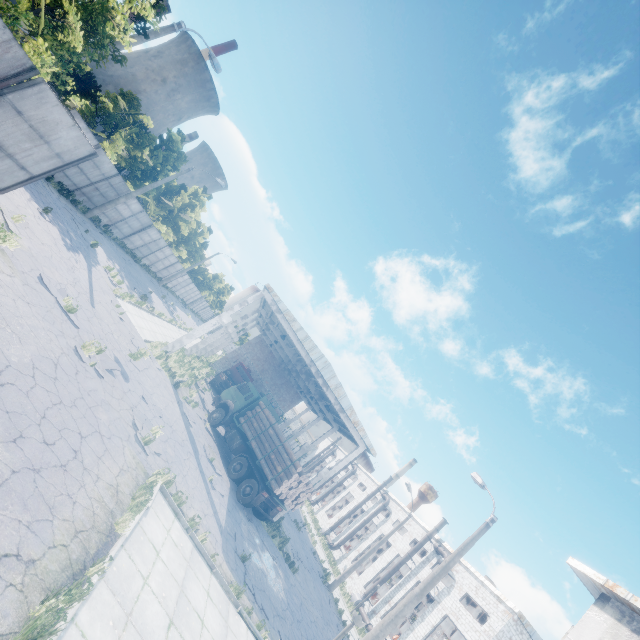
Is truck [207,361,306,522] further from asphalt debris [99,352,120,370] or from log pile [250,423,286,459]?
asphalt debris [99,352,120,370]

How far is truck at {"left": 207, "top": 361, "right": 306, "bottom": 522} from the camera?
17.0m

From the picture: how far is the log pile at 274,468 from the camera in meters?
17.2

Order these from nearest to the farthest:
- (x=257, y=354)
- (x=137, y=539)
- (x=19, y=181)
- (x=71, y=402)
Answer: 1. (x=137, y=539)
2. (x=71, y=402)
3. (x=19, y=181)
4. (x=257, y=354)

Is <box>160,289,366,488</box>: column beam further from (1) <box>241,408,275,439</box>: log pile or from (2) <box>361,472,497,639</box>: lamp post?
(2) <box>361,472,497,639</box>: lamp post

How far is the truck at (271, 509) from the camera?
17.0m

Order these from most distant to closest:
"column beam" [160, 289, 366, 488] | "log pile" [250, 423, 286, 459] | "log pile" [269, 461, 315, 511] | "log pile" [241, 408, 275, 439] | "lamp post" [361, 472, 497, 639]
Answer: "column beam" [160, 289, 366, 488] < "log pile" [241, 408, 275, 439] < "log pile" [250, 423, 286, 459] < "log pile" [269, 461, 315, 511] < "lamp post" [361, 472, 497, 639]

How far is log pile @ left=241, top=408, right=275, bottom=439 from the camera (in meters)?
19.33
